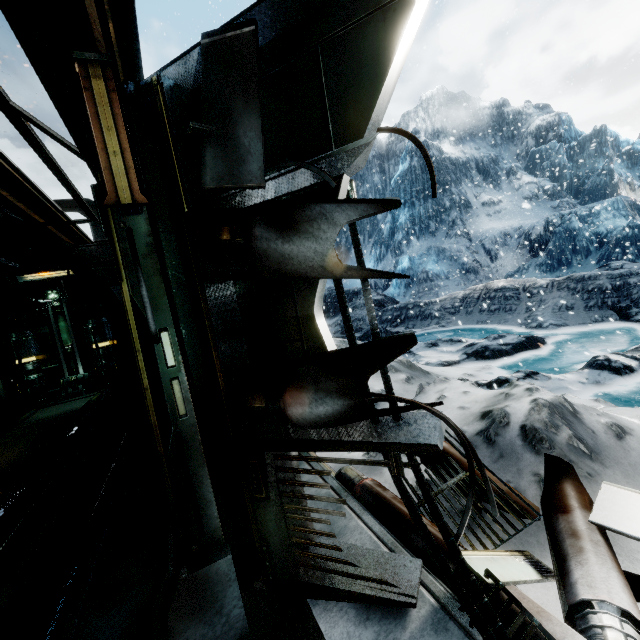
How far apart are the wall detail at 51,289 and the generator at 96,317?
0.04m

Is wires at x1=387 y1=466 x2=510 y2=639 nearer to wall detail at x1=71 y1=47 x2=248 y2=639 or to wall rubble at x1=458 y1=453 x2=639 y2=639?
wall rubble at x1=458 y1=453 x2=639 y2=639

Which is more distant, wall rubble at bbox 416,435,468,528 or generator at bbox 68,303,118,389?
generator at bbox 68,303,118,389

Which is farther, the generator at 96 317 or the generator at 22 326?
the generator at 96 317

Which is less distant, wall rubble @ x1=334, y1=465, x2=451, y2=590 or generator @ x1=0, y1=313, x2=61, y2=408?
wall rubble @ x1=334, y1=465, x2=451, y2=590

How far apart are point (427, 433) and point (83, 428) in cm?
824

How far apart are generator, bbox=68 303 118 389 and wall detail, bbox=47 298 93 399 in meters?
0.0 m

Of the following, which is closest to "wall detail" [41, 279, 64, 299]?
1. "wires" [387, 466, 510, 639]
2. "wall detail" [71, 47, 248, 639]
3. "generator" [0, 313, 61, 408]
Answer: "generator" [0, 313, 61, 408]
